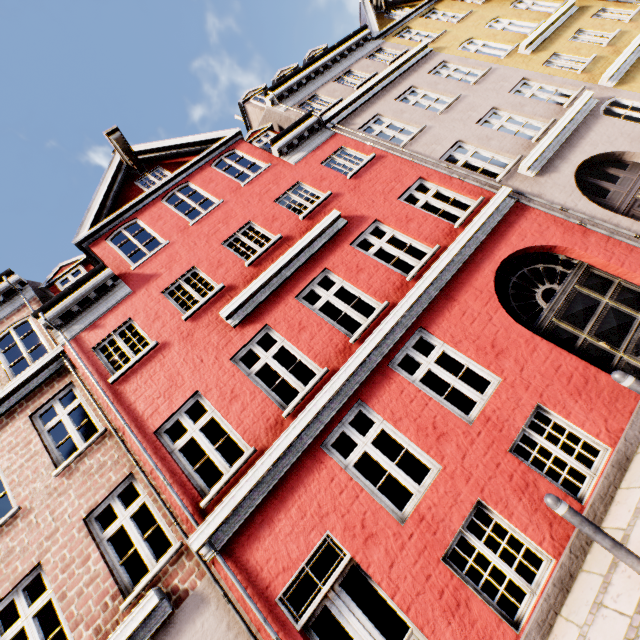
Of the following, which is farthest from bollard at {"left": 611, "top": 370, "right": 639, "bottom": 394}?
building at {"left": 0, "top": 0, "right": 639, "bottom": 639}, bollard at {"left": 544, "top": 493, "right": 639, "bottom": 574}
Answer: bollard at {"left": 544, "top": 493, "right": 639, "bottom": 574}

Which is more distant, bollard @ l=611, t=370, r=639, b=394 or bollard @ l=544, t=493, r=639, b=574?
bollard @ l=611, t=370, r=639, b=394

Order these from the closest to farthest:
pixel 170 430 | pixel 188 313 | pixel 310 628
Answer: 1. pixel 310 628
2. pixel 188 313
3. pixel 170 430

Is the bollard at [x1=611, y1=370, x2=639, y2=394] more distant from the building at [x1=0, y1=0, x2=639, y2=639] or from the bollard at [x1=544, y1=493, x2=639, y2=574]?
the bollard at [x1=544, y1=493, x2=639, y2=574]

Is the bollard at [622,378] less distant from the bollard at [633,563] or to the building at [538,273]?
the building at [538,273]

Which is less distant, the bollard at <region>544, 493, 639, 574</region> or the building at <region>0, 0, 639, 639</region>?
the bollard at <region>544, 493, 639, 574</region>

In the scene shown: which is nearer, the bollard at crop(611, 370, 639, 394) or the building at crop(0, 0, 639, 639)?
the bollard at crop(611, 370, 639, 394)

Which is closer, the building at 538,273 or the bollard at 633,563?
the bollard at 633,563
